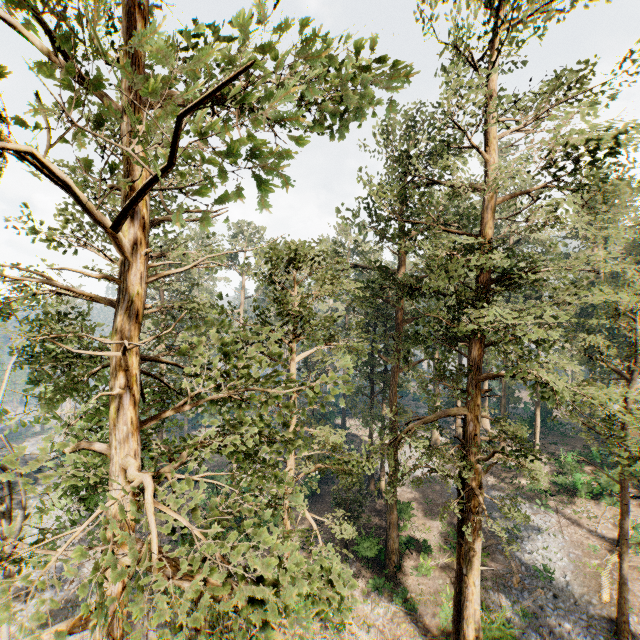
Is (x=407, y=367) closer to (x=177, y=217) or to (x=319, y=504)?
(x=177, y=217)
